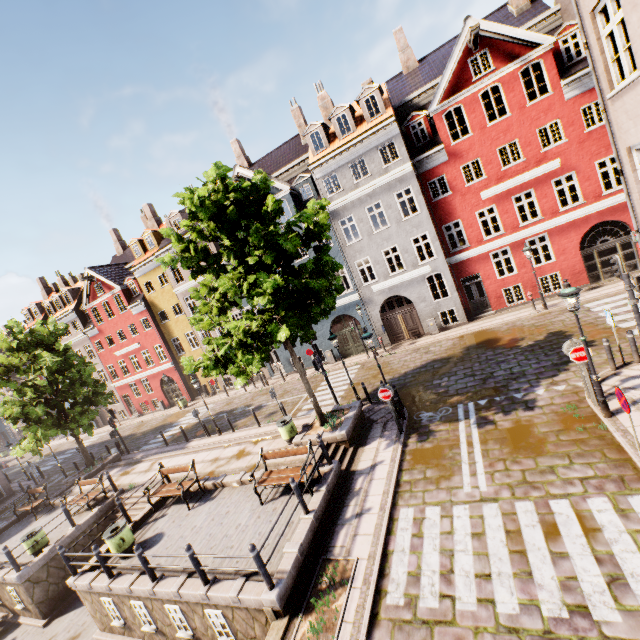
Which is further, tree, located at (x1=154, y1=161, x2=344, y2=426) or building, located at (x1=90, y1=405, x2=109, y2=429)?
building, located at (x1=90, y1=405, x2=109, y2=429)

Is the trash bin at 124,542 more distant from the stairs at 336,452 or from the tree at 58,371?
the stairs at 336,452

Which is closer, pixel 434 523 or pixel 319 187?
pixel 434 523

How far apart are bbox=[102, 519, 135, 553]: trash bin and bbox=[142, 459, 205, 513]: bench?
1.5 meters

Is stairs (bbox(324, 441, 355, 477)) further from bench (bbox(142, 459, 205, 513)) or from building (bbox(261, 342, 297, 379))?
building (bbox(261, 342, 297, 379))

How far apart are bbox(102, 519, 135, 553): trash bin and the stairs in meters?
6.4 m

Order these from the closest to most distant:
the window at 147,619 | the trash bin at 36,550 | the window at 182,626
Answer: the window at 182,626 → the window at 147,619 → the trash bin at 36,550

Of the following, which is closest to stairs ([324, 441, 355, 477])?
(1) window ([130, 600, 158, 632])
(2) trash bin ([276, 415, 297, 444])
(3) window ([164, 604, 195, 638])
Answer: (2) trash bin ([276, 415, 297, 444])
